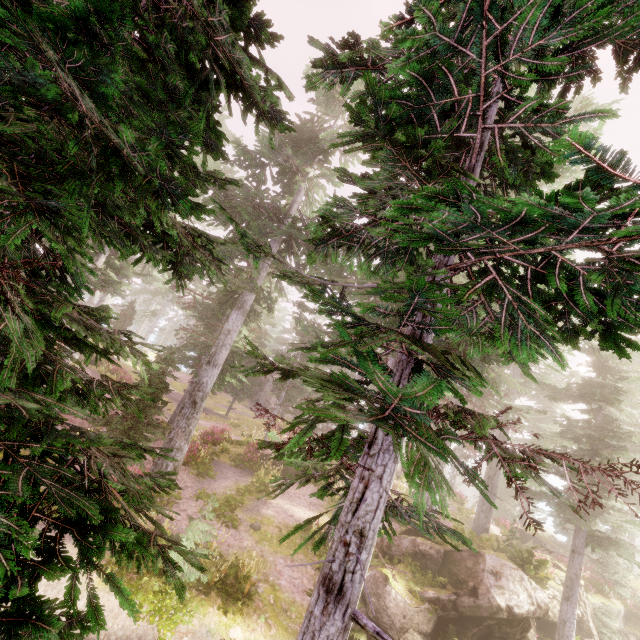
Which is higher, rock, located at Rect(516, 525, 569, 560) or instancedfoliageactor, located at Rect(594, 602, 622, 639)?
rock, located at Rect(516, 525, 569, 560)

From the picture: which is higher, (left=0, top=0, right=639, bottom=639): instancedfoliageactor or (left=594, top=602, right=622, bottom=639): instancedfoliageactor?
(left=0, top=0, right=639, bottom=639): instancedfoliageactor

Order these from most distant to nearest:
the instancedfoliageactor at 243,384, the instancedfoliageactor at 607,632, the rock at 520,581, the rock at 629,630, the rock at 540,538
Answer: the rock at 540,538, the rock at 629,630, the instancedfoliageactor at 607,632, the rock at 520,581, the instancedfoliageactor at 243,384

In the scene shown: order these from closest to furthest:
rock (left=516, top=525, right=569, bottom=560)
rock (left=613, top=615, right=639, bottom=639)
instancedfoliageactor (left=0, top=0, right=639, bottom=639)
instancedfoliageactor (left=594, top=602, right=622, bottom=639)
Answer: instancedfoliageactor (left=0, top=0, right=639, bottom=639), instancedfoliageactor (left=594, top=602, right=622, bottom=639), rock (left=613, top=615, right=639, bottom=639), rock (left=516, top=525, right=569, bottom=560)

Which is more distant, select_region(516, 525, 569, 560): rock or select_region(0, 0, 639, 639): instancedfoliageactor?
select_region(516, 525, 569, 560): rock

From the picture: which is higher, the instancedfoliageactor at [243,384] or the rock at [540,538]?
the instancedfoliageactor at [243,384]

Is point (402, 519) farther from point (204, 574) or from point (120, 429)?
point (120, 429)
